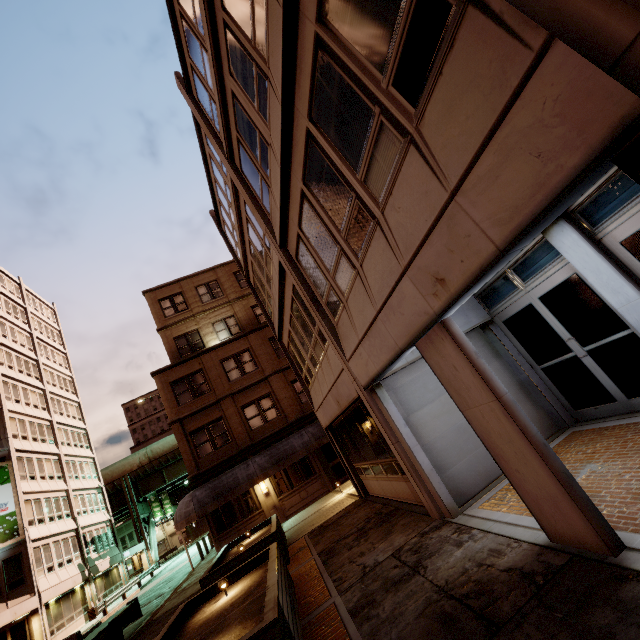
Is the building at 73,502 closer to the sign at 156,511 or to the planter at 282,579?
the sign at 156,511

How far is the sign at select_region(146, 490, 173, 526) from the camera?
46.4m

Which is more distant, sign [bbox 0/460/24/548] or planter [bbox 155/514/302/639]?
sign [bbox 0/460/24/548]

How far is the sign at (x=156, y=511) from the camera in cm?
4641

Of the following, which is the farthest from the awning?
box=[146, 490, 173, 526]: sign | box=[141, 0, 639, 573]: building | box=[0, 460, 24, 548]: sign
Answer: box=[146, 490, 173, 526]: sign

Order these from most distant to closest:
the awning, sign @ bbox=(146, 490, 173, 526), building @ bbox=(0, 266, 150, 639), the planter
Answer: sign @ bbox=(146, 490, 173, 526), building @ bbox=(0, 266, 150, 639), the awning, the planter

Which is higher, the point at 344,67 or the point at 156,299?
the point at 156,299

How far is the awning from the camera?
→ 16.92m
